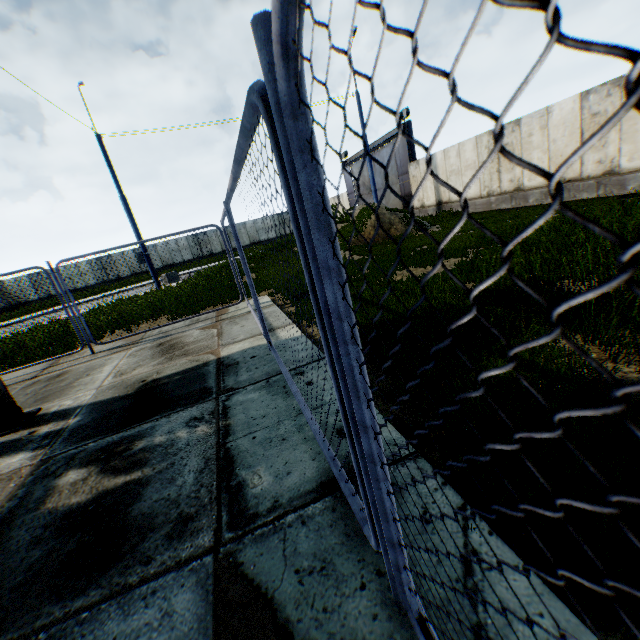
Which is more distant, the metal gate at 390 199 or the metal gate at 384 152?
the metal gate at 390 199

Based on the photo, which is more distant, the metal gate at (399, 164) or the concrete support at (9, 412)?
the metal gate at (399, 164)

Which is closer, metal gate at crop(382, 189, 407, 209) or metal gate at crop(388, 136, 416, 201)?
metal gate at crop(388, 136, 416, 201)

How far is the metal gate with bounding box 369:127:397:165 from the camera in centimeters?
2247cm

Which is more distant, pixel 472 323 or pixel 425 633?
pixel 472 323

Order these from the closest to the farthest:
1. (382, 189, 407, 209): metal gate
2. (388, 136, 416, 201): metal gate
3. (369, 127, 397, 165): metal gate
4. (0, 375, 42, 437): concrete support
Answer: (0, 375, 42, 437): concrete support
(388, 136, 416, 201): metal gate
(369, 127, 397, 165): metal gate
(382, 189, 407, 209): metal gate
